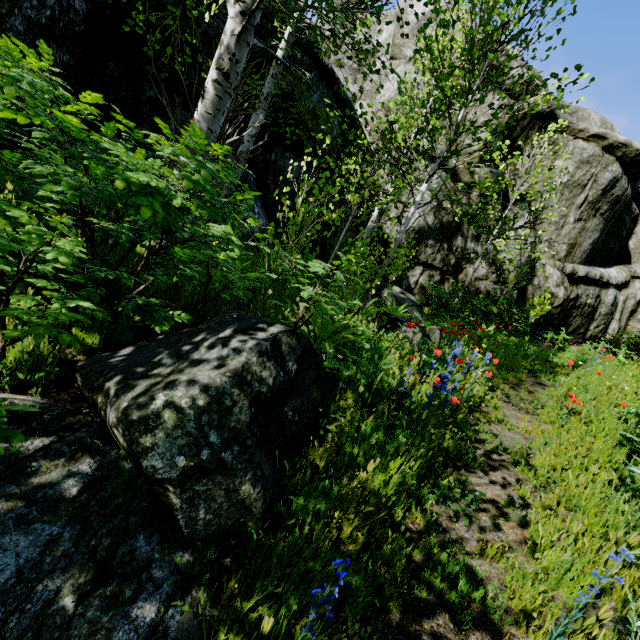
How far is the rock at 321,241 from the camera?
10.0 meters

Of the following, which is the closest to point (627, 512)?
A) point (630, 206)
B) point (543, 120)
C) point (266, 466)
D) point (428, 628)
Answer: point (428, 628)

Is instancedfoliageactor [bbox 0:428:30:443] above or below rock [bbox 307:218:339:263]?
below

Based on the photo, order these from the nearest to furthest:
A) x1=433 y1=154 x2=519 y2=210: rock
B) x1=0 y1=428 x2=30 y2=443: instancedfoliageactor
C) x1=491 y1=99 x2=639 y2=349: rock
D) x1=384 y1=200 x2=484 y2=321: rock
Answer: x1=0 y1=428 x2=30 y2=443: instancedfoliageactor
x1=384 y1=200 x2=484 y2=321: rock
x1=433 y1=154 x2=519 y2=210: rock
x1=491 y1=99 x2=639 y2=349: rock

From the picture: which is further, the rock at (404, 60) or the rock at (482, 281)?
the rock at (482, 281)

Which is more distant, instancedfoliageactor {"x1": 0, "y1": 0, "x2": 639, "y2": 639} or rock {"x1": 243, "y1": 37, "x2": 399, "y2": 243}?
rock {"x1": 243, "y1": 37, "x2": 399, "y2": 243}

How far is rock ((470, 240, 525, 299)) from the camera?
13.0 meters
